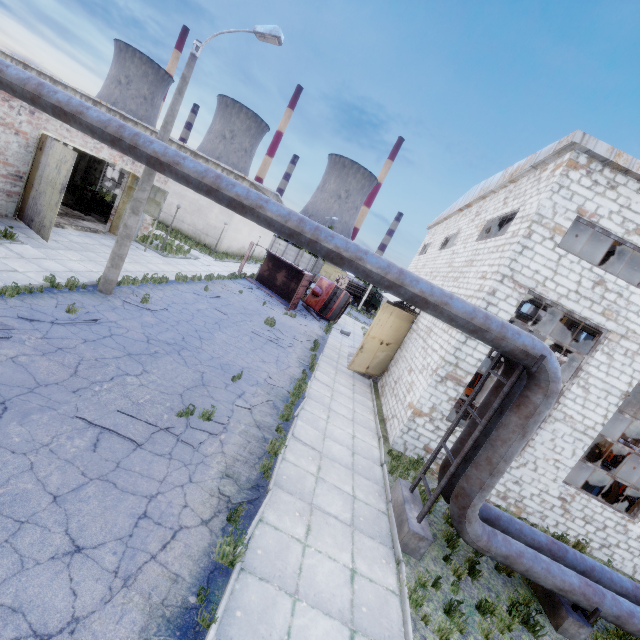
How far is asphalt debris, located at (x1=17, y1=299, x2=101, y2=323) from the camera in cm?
829

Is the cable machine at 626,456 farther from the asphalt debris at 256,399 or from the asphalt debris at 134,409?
the asphalt debris at 134,409

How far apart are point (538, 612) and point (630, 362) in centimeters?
778cm

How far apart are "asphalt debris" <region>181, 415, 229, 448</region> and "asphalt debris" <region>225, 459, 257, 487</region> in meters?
0.8

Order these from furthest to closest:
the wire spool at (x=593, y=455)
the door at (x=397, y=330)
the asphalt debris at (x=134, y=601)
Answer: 1. the wire spool at (x=593, y=455)
2. the door at (x=397, y=330)
3. the asphalt debris at (x=134, y=601)

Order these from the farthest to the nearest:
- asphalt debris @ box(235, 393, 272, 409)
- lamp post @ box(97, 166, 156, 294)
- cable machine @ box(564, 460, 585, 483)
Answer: cable machine @ box(564, 460, 585, 483), lamp post @ box(97, 166, 156, 294), asphalt debris @ box(235, 393, 272, 409)

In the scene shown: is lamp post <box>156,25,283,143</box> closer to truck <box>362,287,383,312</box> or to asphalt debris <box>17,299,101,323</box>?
asphalt debris <box>17,299,101,323</box>

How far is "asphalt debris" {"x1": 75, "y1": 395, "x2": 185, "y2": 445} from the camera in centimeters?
626cm
